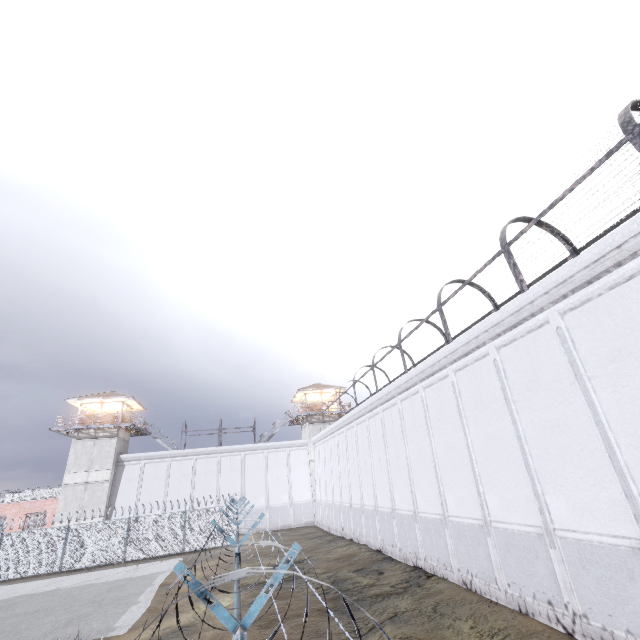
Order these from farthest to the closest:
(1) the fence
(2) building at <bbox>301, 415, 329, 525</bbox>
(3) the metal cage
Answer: (2) building at <bbox>301, 415, 329, 525</bbox> → (3) the metal cage → (1) the fence

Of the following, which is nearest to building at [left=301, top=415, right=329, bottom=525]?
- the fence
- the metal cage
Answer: the fence

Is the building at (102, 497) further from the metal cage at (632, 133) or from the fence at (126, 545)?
the metal cage at (632, 133)

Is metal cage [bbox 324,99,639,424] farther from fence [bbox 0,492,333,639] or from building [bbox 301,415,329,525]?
building [bbox 301,415,329,525]

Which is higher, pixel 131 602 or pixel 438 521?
pixel 438 521

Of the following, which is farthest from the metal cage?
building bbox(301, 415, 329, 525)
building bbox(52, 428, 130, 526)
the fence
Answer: building bbox(52, 428, 130, 526)

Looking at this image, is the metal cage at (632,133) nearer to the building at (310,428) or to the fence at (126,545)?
the fence at (126,545)
